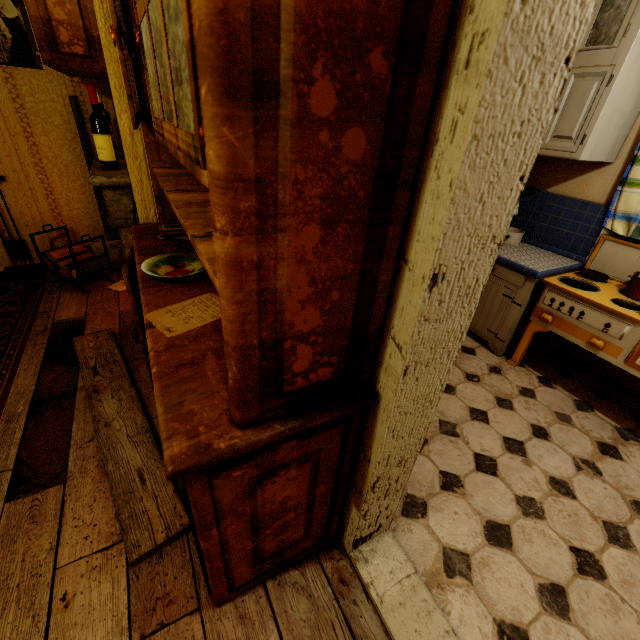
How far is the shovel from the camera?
3.3 meters

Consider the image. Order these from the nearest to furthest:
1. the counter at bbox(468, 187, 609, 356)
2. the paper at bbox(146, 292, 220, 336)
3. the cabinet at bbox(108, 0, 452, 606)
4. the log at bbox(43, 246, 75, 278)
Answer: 1. the cabinet at bbox(108, 0, 452, 606)
2. the paper at bbox(146, 292, 220, 336)
3. the counter at bbox(468, 187, 609, 356)
4. the log at bbox(43, 246, 75, 278)

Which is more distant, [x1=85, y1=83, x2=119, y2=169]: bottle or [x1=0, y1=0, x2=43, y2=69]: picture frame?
[x1=0, y1=0, x2=43, y2=69]: picture frame

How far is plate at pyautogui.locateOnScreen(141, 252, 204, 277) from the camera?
1.48m

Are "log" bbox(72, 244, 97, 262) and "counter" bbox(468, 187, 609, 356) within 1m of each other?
no

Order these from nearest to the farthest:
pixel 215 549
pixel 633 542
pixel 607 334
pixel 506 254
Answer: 1. pixel 215 549
2. pixel 633 542
3. pixel 607 334
4. pixel 506 254

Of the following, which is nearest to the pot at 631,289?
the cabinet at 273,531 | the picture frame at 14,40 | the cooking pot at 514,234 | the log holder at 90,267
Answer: the cooking pot at 514,234

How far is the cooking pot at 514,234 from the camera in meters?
2.9 m
